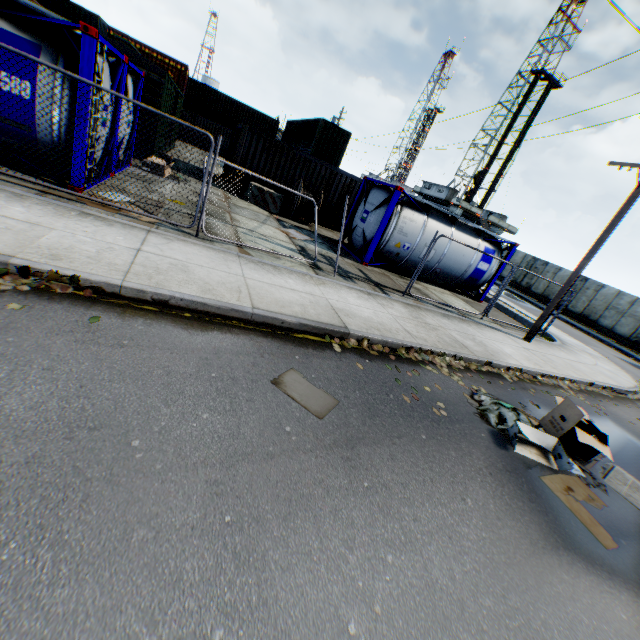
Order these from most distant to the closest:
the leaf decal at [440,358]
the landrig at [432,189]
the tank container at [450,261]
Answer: the landrig at [432,189], the tank container at [450,261], the leaf decal at [440,358]

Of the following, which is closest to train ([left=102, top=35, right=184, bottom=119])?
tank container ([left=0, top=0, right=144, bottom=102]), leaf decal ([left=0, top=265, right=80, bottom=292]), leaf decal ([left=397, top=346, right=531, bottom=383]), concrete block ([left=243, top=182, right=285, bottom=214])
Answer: tank container ([left=0, top=0, right=144, bottom=102])

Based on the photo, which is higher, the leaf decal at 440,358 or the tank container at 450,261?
the tank container at 450,261

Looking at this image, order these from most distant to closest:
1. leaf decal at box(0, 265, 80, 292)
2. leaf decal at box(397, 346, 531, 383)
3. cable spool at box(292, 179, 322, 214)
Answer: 1. cable spool at box(292, 179, 322, 214)
2. leaf decal at box(397, 346, 531, 383)
3. leaf decal at box(0, 265, 80, 292)

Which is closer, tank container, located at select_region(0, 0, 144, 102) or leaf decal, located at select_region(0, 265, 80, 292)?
leaf decal, located at select_region(0, 265, 80, 292)

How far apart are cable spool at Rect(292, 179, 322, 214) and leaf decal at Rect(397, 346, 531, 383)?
10.27m

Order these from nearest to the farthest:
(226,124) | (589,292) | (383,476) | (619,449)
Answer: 1. (383,476)
2. (619,449)
3. (589,292)
4. (226,124)

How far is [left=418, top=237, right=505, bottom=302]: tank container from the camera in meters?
13.3 m
